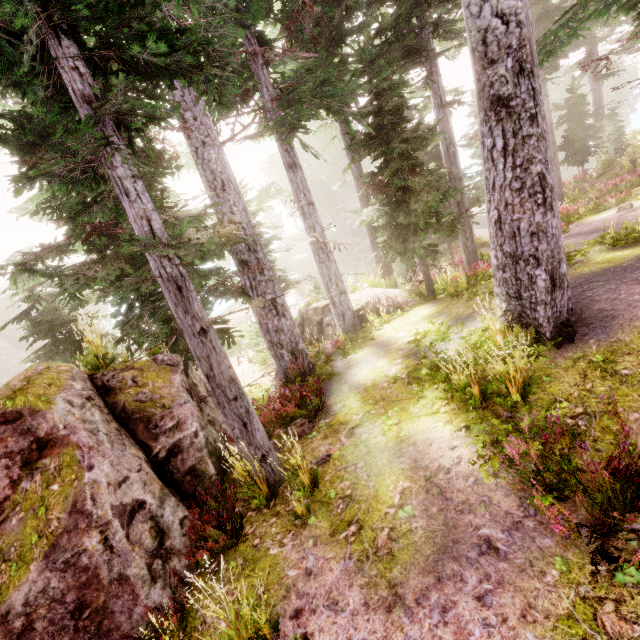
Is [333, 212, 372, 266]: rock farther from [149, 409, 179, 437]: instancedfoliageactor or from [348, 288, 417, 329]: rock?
[348, 288, 417, 329]: rock

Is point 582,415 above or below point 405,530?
above

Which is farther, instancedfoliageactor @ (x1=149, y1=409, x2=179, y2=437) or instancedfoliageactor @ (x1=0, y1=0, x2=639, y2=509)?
instancedfoliageactor @ (x1=149, y1=409, x2=179, y2=437)

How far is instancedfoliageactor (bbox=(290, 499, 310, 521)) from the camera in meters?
4.8

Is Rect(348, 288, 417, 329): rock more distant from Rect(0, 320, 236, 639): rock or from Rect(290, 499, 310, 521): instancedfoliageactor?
Rect(0, 320, 236, 639): rock

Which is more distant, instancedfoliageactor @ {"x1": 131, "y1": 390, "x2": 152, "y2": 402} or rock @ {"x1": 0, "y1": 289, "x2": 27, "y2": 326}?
rock @ {"x1": 0, "y1": 289, "x2": 27, "y2": 326}

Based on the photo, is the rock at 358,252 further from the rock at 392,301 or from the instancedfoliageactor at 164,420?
the rock at 392,301

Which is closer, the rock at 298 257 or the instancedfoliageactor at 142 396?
the instancedfoliageactor at 142 396
